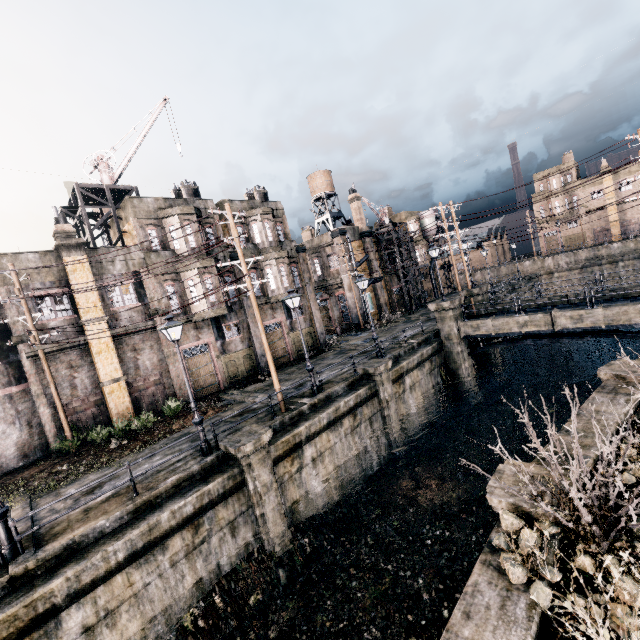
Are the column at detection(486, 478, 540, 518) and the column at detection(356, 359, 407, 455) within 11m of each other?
yes

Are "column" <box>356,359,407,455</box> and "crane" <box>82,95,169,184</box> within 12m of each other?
no

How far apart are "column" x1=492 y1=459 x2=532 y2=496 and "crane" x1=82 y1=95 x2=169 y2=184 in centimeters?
2699cm

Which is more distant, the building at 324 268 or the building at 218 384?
the building at 324 268

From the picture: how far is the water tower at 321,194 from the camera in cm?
4241

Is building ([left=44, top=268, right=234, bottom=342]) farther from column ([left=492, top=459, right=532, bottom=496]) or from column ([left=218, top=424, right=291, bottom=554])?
column ([left=492, top=459, right=532, bottom=496])

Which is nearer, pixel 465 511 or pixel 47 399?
pixel 465 511

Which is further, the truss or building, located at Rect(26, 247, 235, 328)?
the truss
